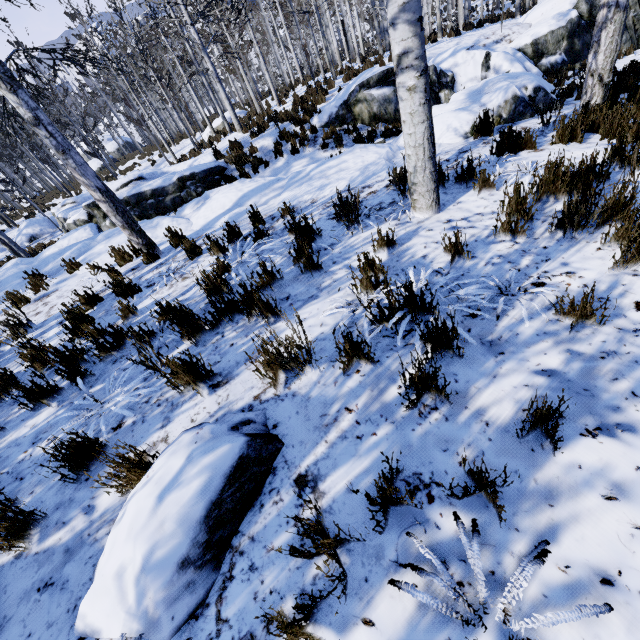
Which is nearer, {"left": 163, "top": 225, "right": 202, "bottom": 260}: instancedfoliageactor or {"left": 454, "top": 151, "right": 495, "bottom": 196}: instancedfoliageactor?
{"left": 454, "top": 151, "right": 495, "bottom": 196}: instancedfoliageactor

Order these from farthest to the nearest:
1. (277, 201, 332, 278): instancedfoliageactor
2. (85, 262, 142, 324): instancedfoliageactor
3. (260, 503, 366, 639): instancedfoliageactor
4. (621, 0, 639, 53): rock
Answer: (621, 0, 639, 53): rock
(85, 262, 142, 324): instancedfoliageactor
(277, 201, 332, 278): instancedfoliageactor
(260, 503, 366, 639): instancedfoliageactor

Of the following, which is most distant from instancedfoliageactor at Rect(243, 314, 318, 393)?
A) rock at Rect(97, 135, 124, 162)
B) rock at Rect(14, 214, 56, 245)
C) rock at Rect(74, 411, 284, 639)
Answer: rock at Rect(97, 135, 124, 162)

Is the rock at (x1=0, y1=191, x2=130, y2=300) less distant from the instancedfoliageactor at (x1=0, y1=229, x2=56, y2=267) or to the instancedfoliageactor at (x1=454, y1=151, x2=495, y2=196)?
the instancedfoliageactor at (x1=0, y1=229, x2=56, y2=267)

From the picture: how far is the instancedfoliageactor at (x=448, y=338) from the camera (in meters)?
1.93

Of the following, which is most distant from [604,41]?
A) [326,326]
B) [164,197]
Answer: [164,197]

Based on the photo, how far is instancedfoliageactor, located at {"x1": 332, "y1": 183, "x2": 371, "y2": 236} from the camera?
3.8m
